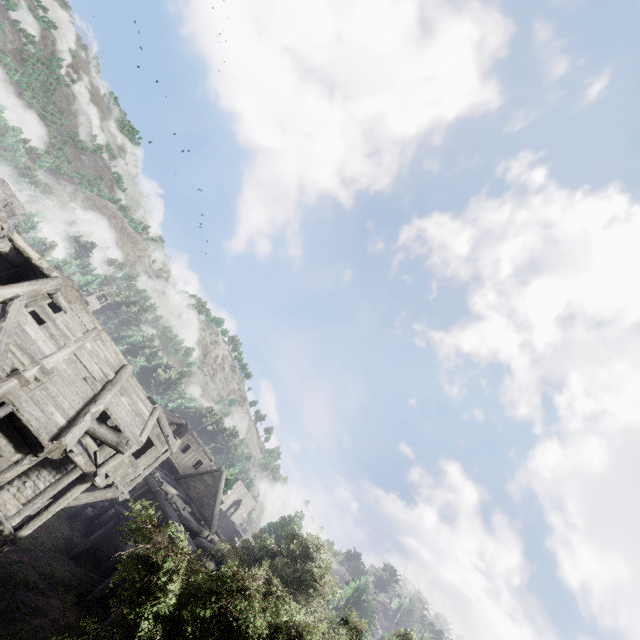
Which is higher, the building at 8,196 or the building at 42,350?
the building at 8,196

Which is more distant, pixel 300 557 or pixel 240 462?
pixel 240 462

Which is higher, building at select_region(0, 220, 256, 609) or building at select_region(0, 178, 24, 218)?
building at select_region(0, 178, 24, 218)

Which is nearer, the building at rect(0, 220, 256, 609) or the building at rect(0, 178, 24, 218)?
the building at rect(0, 220, 256, 609)

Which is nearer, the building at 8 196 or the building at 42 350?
the building at 42 350
